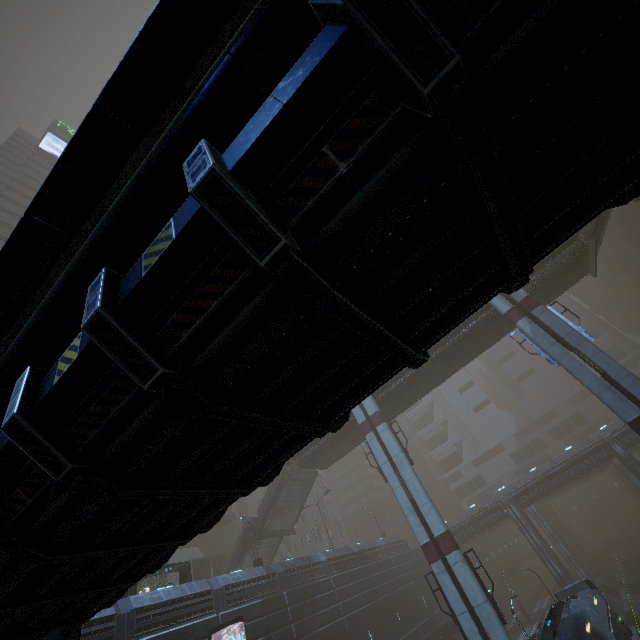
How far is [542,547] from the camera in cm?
3650

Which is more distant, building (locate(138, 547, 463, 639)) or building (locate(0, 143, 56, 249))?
building (locate(0, 143, 56, 249))

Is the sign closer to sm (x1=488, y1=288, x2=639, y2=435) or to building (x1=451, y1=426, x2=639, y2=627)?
building (x1=451, y1=426, x2=639, y2=627)

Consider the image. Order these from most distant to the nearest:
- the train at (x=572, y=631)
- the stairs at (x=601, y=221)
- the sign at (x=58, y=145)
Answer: the sign at (x=58, y=145) < the stairs at (x=601, y=221) < the train at (x=572, y=631)

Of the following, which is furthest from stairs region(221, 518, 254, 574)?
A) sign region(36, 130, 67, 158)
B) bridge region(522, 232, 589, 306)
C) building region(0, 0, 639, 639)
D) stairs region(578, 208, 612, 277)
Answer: sign region(36, 130, 67, 158)

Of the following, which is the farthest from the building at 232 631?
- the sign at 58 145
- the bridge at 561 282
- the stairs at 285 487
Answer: the bridge at 561 282

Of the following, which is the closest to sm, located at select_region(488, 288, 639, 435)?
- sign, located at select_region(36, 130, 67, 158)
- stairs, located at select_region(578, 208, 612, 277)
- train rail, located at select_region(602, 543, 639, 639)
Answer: train rail, located at select_region(602, 543, 639, 639)
